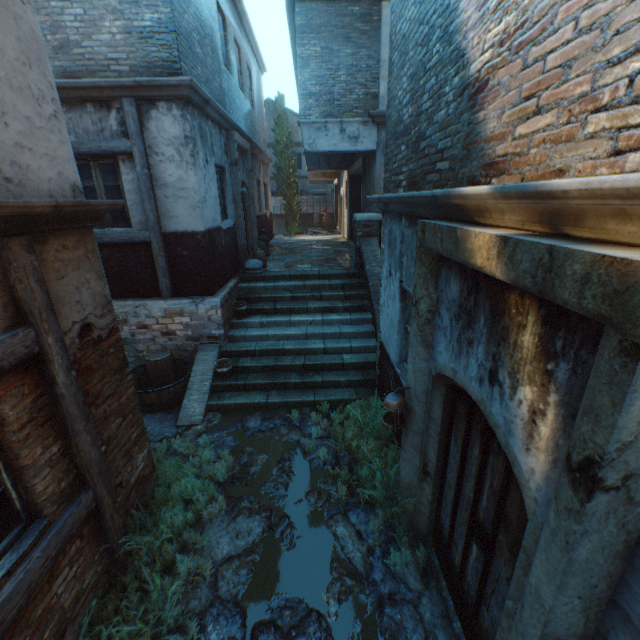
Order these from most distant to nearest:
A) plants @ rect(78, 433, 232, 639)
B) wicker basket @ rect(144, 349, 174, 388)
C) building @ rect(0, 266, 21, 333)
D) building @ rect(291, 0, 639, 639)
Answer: wicker basket @ rect(144, 349, 174, 388), plants @ rect(78, 433, 232, 639), building @ rect(0, 266, 21, 333), building @ rect(291, 0, 639, 639)

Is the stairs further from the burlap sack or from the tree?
the tree

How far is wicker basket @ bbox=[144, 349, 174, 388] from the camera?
6.79m

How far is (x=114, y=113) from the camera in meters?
5.9 m

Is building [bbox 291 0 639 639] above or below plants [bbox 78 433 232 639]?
above

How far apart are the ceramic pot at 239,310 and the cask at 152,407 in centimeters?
152cm

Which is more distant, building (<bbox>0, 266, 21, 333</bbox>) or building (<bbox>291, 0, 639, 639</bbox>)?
building (<bbox>0, 266, 21, 333</bbox>)

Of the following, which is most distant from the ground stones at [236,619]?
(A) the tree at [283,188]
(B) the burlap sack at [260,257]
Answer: (A) the tree at [283,188]
